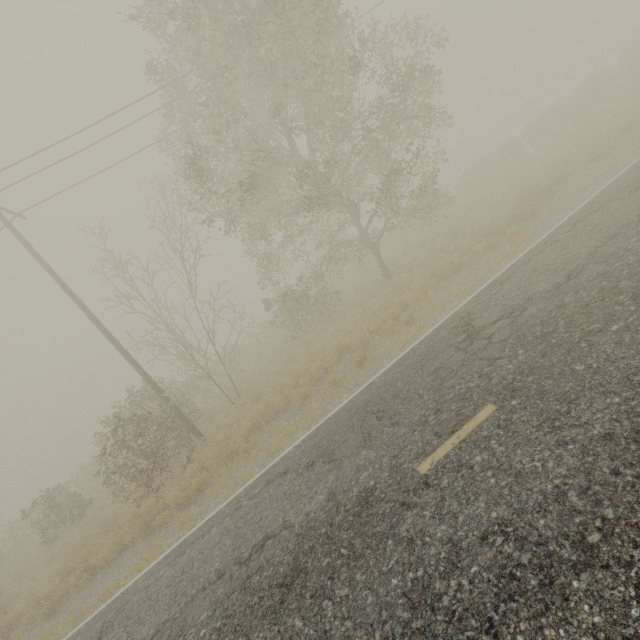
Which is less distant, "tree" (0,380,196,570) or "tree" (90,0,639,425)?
"tree" (90,0,639,425)

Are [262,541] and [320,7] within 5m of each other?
no

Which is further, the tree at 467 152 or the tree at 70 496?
the tree at 70 496
